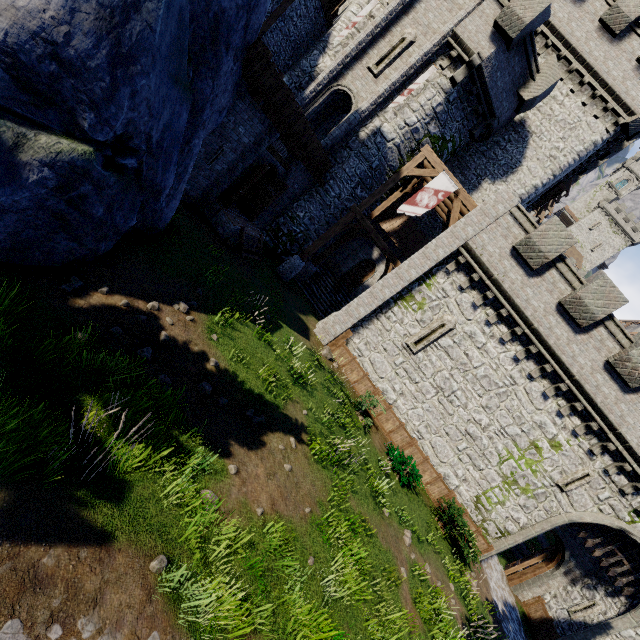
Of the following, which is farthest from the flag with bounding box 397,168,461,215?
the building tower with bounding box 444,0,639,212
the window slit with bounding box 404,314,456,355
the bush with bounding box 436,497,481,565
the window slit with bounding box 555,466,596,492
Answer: the window slit with bounding box 555,466,596,492

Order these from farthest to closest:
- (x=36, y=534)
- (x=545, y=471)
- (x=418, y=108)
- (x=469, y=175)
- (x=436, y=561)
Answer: (x=469, y=175) < (x=418, y=108) < (x=545, y=471) < (x=436, y=561) < (x=36, y=534)

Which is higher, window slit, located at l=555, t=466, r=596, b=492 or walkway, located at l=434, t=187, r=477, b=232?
walkway, located at l=434, t=187, r=477, b=232

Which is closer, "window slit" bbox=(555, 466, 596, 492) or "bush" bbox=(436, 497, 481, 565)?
"bush" bbox=(436, 497, 481, 565)

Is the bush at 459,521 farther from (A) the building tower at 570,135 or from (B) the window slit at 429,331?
(A) the building tower at 570,135

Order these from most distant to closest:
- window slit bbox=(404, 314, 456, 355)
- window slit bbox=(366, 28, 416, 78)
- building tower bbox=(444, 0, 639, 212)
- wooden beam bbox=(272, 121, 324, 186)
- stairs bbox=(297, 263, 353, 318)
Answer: stairs bbox=(297, 263, 353, 318) → building tower bbox=(444, 0, 639, 212) → window slit bbox=(366, 28, 416, 78) → window slit bbox=(404, 314, 456, 355) → wooden beam bbox=(272, 121, 324, 186)

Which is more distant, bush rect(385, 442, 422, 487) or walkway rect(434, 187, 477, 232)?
walkway rect(434, 187, 477, 232)

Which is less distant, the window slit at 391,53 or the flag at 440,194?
the flag at 440,194
